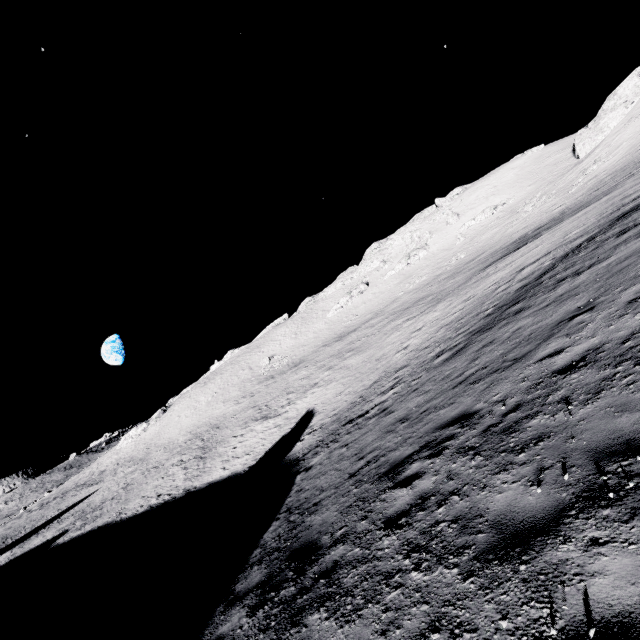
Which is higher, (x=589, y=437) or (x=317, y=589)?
(x=589, y=437)
